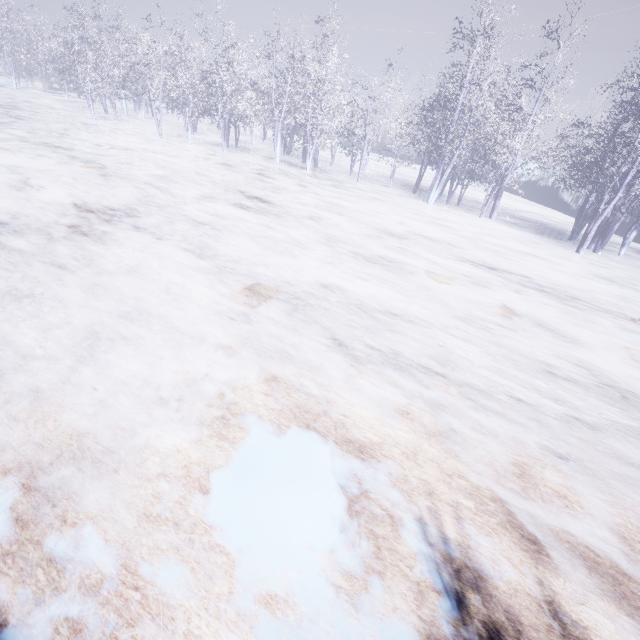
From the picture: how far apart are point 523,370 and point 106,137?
22.8m
